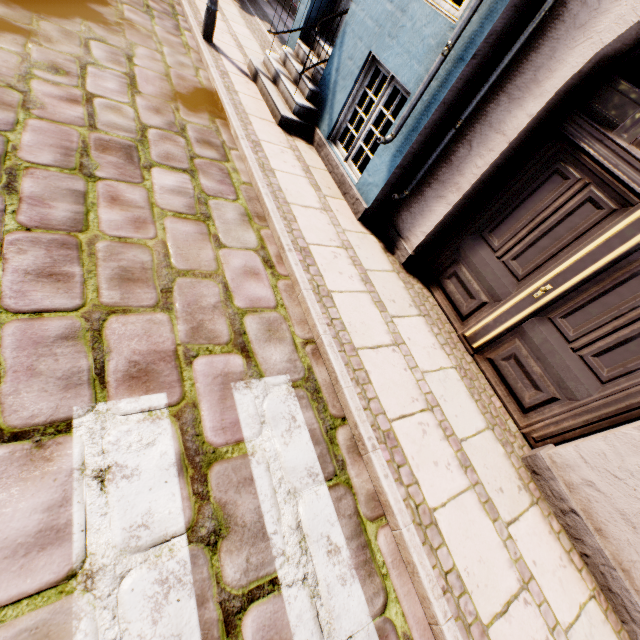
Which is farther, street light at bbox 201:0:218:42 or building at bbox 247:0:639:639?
street light at bbox 201:0:218:42

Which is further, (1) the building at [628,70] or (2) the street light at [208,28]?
(2) the street light at [208,28]

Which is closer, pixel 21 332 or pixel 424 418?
pixel 21 332
